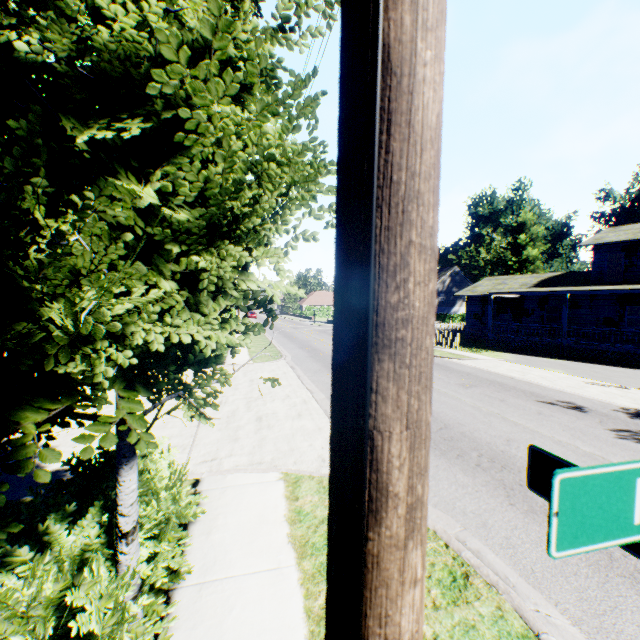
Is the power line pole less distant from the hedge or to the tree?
the tree

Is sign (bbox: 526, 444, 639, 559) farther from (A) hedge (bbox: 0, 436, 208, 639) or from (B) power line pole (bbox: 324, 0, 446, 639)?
(A) hedge (bbox: 0, 436, 208, 639)

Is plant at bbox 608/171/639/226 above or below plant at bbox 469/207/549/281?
above

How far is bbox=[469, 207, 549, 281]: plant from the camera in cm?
4041

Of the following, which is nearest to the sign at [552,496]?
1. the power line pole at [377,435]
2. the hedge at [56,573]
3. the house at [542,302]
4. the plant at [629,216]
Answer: the power line pole at [377,435]

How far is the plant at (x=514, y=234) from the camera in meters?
40.4

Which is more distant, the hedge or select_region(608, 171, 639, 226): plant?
select_region(608, 171, 639, 226): plant

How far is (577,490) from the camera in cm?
66
